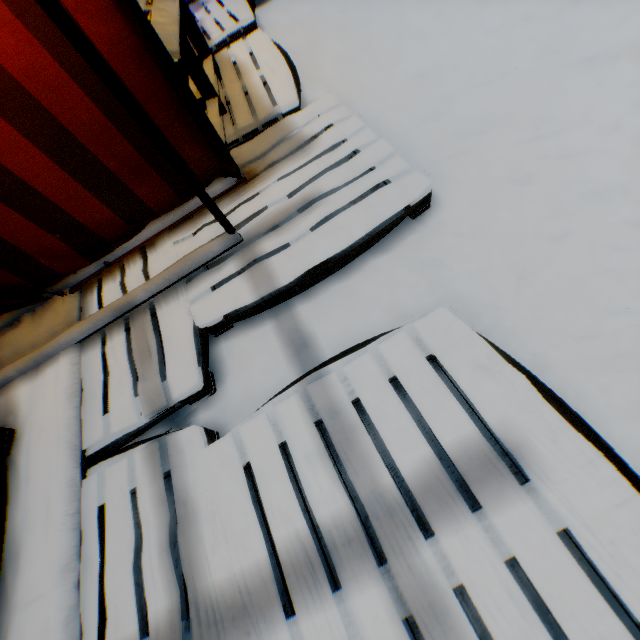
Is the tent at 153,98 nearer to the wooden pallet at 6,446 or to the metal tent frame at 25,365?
the metal tent frame at 25,365

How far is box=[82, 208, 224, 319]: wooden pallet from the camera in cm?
166

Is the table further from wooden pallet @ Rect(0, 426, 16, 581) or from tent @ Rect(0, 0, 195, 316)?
wooden pallet @ Rect(0, 426, 16, 581)

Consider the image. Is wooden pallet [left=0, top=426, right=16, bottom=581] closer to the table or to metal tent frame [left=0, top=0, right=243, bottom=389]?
metal tent frame [left=0, top=0, right=243, bottom=389]

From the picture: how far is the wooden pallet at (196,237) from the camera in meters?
1.7

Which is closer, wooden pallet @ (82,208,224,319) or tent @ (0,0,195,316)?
tent @ (0,0,195,316)

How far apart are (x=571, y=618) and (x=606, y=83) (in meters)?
2.06
